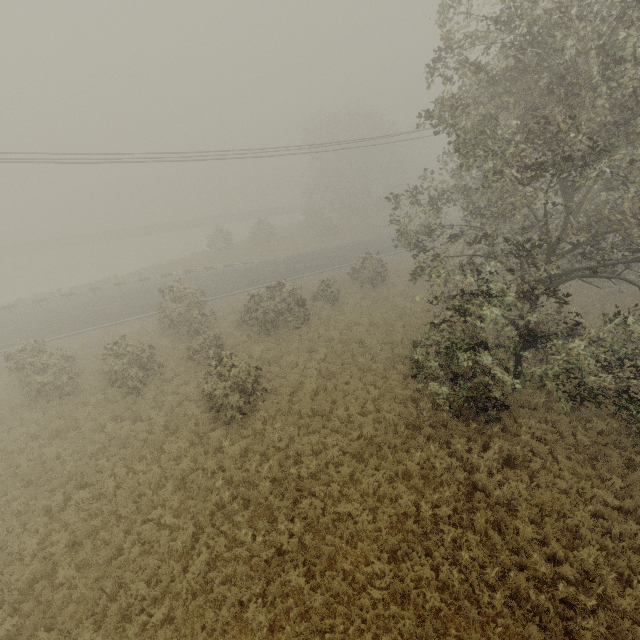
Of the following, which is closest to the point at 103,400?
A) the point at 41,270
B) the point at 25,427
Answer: the point at 25,427
